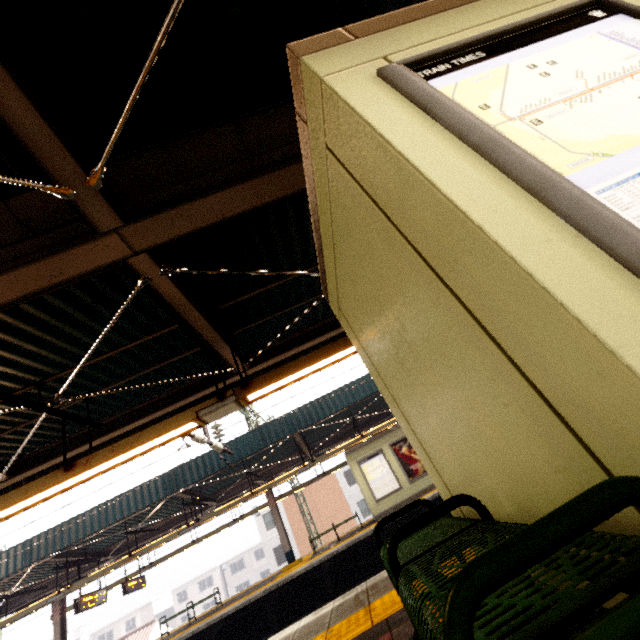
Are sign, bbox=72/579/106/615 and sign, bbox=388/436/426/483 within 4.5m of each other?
no

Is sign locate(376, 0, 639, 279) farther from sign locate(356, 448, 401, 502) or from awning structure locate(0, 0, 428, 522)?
sign locate(356, 448, 401, 502)

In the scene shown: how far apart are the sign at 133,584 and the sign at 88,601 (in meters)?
1.35

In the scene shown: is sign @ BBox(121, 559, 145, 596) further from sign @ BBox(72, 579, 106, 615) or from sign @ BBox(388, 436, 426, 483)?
sign @ BBox(388, 436, 426, 483)

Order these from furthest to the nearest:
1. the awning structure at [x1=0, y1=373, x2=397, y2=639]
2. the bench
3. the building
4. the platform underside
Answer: the building
the awning structure at [x1=0, y1=373, x2=397, y2=639]
the platform underside
the bench

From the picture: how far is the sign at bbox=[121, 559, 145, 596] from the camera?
14.5 meters

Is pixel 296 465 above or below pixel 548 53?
above

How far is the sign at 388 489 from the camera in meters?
13.8 m
